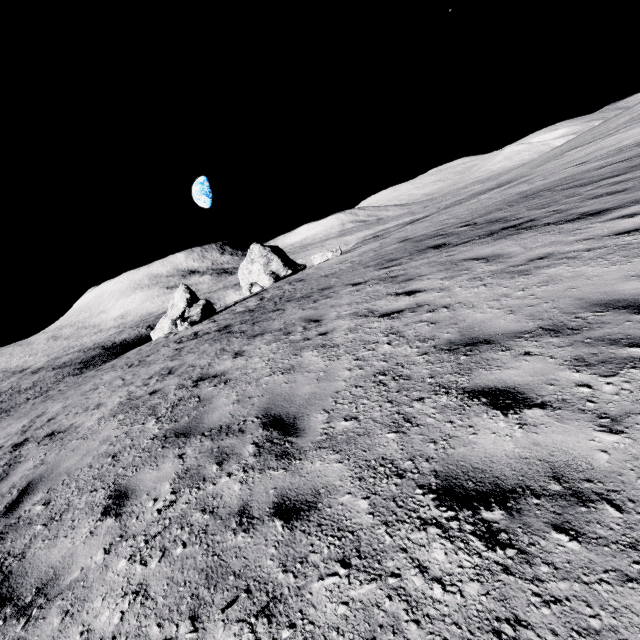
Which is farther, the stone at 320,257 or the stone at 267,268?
the stone at 267,268

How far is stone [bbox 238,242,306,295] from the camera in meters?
37.9 m

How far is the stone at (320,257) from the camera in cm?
3181

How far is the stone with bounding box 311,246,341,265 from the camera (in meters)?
31.81

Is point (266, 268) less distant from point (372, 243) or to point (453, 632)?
point (372, 243)

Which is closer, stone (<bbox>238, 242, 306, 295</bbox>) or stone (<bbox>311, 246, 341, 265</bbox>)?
stone (<bbox>311, 246, 341, 265</bbox>)
